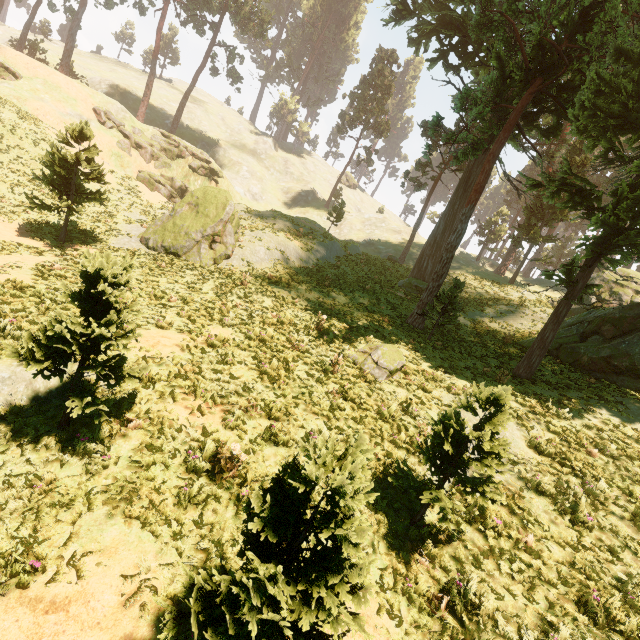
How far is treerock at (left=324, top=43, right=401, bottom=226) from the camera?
46.6 meters

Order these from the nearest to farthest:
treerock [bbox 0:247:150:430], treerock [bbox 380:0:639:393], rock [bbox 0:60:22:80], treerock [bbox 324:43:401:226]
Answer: treerock [bbox 0:247:150:430] → treerock [bbox 380:0:639:393] → rock [bbox 0:60:22:80] → treerock [bbox 324:43:401:226]

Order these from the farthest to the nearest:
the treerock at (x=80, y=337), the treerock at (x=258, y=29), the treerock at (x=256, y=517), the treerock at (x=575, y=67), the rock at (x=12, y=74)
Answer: the treerock at (x=258, y=29) → the rock at (x=12, y=74) → the treerock at (x=575, y=67) → the treerock at (x=80, y=337) → the treerock at (x=256, y=517)

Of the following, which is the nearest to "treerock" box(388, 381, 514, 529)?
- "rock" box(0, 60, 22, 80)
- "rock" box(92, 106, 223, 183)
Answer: "rock" box(0, 60, 22, 80)

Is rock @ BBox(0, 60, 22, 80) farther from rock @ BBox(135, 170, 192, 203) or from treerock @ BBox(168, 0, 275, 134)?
rock @ BBox(135, 170, 192, 203)

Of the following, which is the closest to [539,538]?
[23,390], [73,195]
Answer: [23,390]

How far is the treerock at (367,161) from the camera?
51.7 meters

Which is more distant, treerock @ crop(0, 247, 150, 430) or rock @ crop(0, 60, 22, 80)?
rock @ crop(0, 60, 22, 80)
